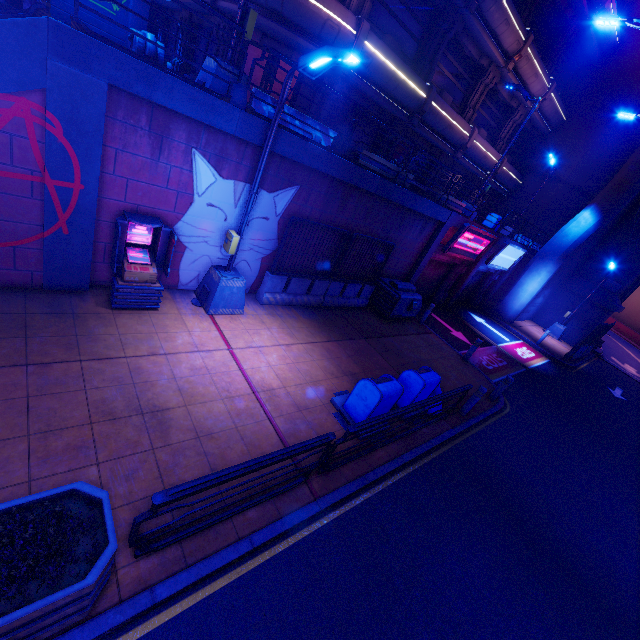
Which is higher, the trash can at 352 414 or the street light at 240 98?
the street light at 240 98

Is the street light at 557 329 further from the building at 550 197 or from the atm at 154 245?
the atm at 154 245

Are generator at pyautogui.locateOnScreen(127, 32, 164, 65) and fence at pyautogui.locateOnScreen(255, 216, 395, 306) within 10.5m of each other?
no

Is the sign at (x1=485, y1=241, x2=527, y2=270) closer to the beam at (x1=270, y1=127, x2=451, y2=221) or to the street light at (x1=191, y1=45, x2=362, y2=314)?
the beam at (x1=270, y1=127, x2=451, y2=221)

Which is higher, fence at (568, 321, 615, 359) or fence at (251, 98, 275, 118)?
fence at (251, 98, 275, 118)

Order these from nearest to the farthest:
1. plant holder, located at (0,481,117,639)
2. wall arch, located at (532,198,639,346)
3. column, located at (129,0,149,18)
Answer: plant holder, located at (0,481,117,639) → column, located at (129,0,149,18) → wall arch, located at (532,198,639,346)

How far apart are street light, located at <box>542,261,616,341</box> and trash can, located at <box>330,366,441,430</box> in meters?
22.2

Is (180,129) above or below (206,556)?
above
